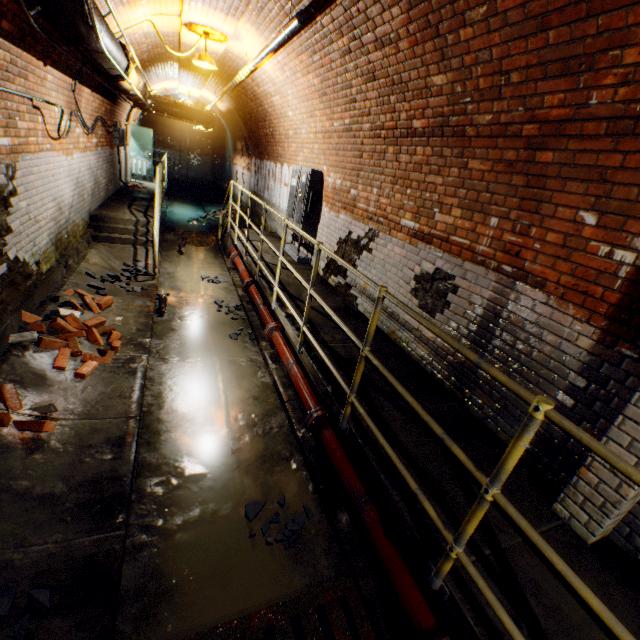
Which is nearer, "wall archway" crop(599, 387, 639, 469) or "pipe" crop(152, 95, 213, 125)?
"wall archway" crop(599, 387, 639, 469)

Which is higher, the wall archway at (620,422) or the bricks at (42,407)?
the wall archway at (620,422)

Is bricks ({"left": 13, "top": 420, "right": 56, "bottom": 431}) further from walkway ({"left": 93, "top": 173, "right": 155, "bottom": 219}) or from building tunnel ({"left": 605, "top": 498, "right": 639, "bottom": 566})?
walkway ({"left": 93, "top": 173, "right": 155, "bottom": 219})

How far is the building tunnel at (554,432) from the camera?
2.4m

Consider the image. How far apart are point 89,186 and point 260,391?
6.7m

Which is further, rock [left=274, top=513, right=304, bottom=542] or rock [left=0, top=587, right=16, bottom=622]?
rock [left=274, top=513, right=304, bottom=542]

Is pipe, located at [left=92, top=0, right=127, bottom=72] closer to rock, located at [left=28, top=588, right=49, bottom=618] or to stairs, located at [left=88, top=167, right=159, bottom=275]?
stairs, located at [left=88, top=167, right=159, bottom=275]

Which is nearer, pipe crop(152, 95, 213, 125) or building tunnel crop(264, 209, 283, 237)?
building tunnel crop(264, 209, 283, 237)
